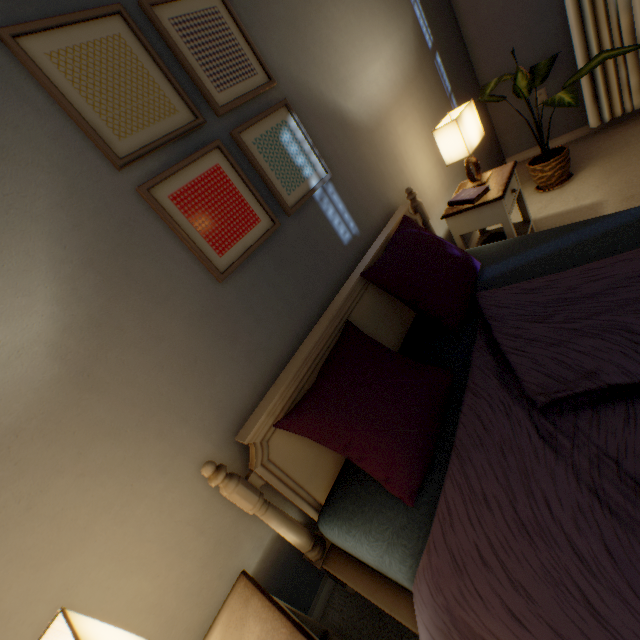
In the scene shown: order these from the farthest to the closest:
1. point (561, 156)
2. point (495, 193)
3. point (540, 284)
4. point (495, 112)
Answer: point (495, 112), point (561, 156), point (495, 193), point (540, 284)

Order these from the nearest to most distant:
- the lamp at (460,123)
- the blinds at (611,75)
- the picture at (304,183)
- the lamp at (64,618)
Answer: the lamp at (64,618)
the picture at (304,183)
the lamp at (460,123)
the blinds at (611,75)

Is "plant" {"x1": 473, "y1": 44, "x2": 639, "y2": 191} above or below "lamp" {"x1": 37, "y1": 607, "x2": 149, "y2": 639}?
below

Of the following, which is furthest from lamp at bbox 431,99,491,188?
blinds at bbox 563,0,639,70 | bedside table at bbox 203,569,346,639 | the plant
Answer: bedside table at bbox 203,569,346,639

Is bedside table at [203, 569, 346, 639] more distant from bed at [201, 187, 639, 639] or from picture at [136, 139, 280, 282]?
picture at [136, 139, 280, 282]

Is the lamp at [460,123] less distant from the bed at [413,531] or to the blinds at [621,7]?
the bed at [413,531]

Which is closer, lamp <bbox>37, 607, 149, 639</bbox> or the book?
lamp <bbox>37, 607, 149, 639</bbox>

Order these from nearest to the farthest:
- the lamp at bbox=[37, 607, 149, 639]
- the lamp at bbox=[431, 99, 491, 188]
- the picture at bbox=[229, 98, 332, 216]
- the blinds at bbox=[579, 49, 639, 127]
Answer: the lamp at bbox=[37, 607, 149, 639]
the picture at bbox=[229, 98, 332, 216]
the lamp at bbox=[431, 99, 491, 188]
the blinds at bbox=[579, 49, 639, 127]
